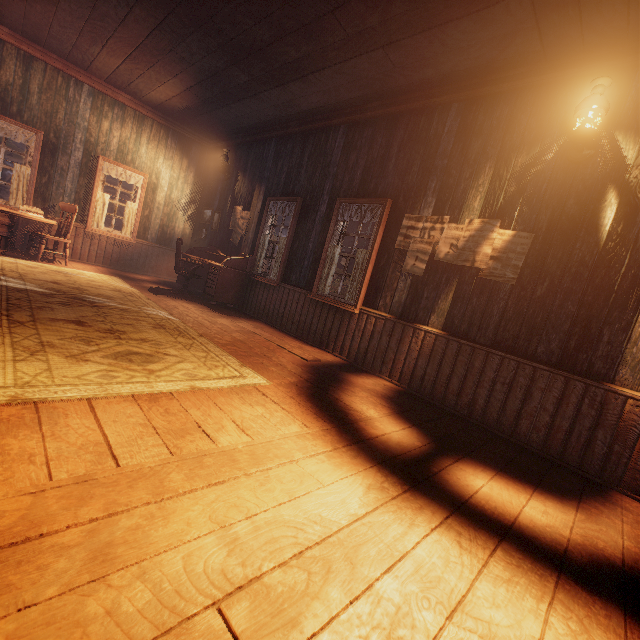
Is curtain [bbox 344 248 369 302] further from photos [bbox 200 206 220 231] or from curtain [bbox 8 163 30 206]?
curtain [bbox 8 163 30 206]

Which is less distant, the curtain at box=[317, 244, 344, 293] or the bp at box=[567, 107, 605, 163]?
A: the bp at box=[567, 107, 605, 163]

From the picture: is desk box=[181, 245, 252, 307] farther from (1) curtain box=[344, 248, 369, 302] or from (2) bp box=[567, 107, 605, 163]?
(2) bp box=[567, 107, 605, 163]

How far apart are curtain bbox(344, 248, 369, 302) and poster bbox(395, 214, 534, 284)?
0.4 meters

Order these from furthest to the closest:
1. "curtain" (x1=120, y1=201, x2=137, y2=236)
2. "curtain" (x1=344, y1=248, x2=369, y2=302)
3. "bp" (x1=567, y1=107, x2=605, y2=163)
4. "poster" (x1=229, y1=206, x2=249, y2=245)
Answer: "curtain" (x1=120, y1=201, x2=137, y2=236)
"poster" (x1=229, y1=206, x2=249, y2=245)
"curtain" (x1=344, y1=248, x2=369, y2=302)
"bp" (x1=567, y1=107, x2=605, y2=163)

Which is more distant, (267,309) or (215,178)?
(215,178)

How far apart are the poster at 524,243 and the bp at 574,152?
0.8 meters

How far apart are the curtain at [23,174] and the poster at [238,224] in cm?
399
